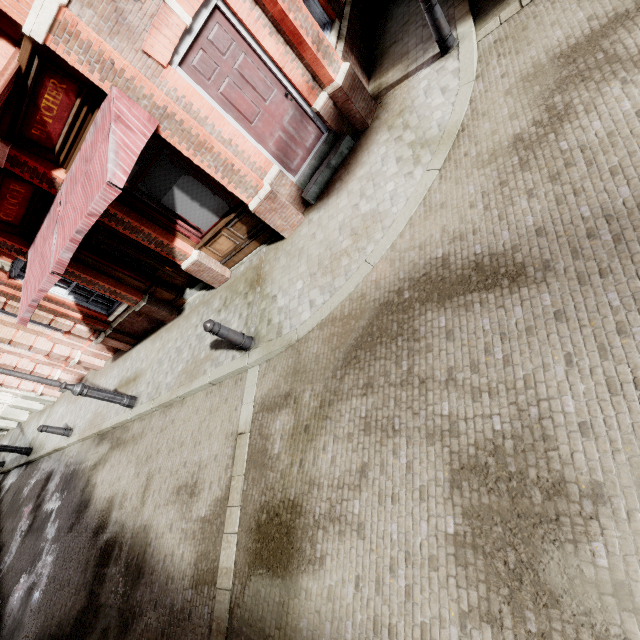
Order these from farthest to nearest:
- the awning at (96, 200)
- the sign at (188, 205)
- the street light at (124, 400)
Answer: the street light at (124, 400) < the sign at (188, 205) < the awning at (96, 200)

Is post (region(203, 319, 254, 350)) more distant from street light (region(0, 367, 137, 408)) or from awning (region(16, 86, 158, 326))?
street light (region(0, 367, 137, 408))

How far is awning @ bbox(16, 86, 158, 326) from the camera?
4.23m

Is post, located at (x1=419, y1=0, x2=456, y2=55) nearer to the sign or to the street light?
the sign

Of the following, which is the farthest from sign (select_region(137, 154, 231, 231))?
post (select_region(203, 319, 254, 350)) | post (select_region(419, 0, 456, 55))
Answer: post (select_region(419, 0, 456, 55))

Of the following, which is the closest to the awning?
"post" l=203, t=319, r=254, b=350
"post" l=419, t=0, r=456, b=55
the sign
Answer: the sign

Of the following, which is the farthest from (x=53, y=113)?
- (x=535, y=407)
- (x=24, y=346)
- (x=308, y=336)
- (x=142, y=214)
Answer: (x=24, y=346)

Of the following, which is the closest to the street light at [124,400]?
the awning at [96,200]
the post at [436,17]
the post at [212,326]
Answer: the awning at [96,200]
